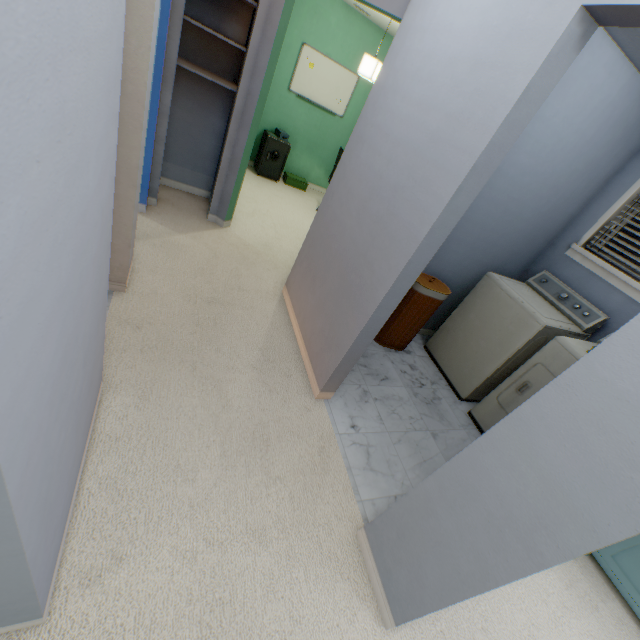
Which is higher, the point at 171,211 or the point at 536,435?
the point at 536,435

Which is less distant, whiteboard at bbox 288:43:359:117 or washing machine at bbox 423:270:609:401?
washing machine at bbox 423:270:609:401

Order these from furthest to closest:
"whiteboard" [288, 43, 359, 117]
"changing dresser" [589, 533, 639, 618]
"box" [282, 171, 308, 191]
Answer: "box" [282, 171, 308, 191], "whiteboard" [288, 43, 359, 117], "changing dresser" [589, 533, 639, 618]

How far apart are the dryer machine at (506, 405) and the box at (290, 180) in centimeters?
458cm

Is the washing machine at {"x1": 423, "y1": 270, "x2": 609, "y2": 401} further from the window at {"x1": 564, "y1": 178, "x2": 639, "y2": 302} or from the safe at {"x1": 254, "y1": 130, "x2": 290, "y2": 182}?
the safe at {"x1": 254, "y1": 130, "x2": 290, "y2": 182}

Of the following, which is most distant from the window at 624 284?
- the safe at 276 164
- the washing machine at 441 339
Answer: the safe at 276 164

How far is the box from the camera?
5.6 meters

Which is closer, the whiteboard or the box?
the whiteboard
